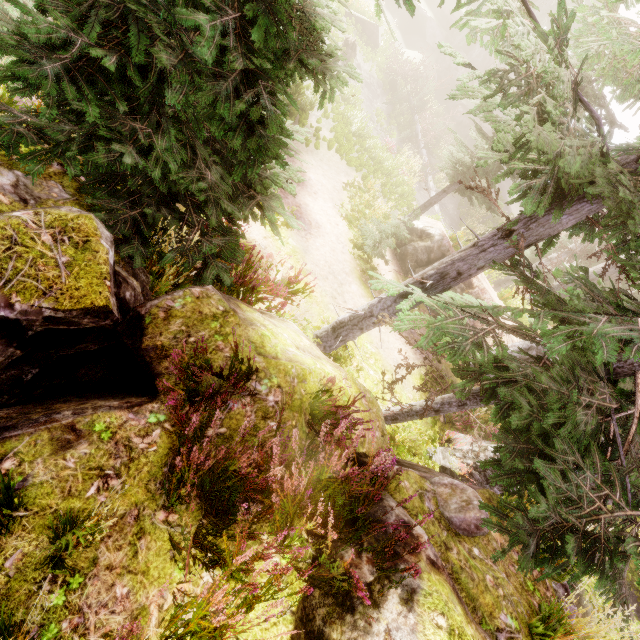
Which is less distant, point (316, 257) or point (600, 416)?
point (600, 416)

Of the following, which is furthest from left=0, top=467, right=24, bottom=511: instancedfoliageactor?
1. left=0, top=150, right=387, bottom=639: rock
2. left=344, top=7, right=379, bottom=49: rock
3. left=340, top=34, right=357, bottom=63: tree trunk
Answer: left=340, top=34, right=357, bottom=63: tree trunk

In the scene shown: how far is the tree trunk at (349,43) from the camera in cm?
2004

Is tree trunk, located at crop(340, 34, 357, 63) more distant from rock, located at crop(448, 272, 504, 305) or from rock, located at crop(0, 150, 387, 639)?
rock, located at crop(0, 150, 387, 639)

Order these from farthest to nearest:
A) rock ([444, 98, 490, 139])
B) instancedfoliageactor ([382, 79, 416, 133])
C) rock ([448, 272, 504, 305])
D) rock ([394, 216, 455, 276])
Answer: rock ([444, 98, 490, 139]) < instancedfoliageactor ([382, 79, 416, 133]) < rock ([394, 216, 455, 276]) < rock ([448, 272, 504, 305])

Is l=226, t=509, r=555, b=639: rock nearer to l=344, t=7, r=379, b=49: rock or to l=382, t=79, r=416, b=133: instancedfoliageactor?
l=382, t=79, r=416, b=133: instancedfoliageactor

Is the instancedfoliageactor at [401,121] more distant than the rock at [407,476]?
Yes

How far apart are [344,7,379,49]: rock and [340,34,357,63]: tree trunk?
3.48m
